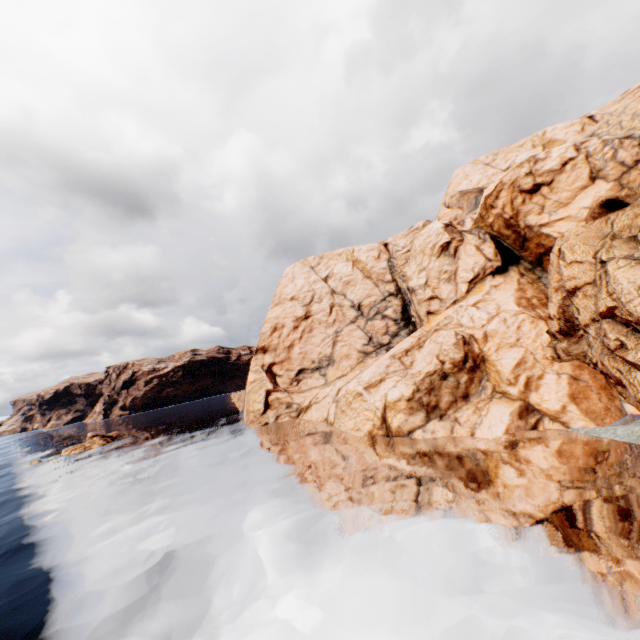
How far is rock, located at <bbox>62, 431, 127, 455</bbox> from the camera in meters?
49.9 m

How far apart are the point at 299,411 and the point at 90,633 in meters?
33.0

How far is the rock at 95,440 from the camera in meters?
49.9

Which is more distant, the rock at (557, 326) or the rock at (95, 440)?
the rock at (95, 440)

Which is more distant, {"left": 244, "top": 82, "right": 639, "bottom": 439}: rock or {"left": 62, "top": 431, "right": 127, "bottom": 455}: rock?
{"left": 62, "top": 431, "right": 127, "bottom": 455}: rock
